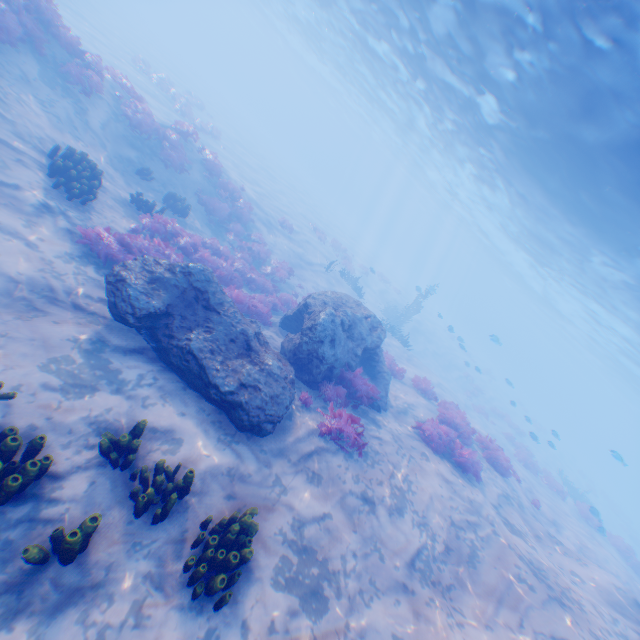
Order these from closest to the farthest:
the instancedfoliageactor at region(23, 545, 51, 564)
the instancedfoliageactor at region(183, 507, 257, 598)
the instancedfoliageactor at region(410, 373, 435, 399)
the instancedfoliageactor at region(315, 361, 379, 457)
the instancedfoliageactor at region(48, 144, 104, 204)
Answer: the instancedfoliageactor at region(23, 545, 51, 564), the instancedfoliageactor at region(183, 507, 257, 598), the instancedfoliageactor at region(315, 361, 379, 457), the instancedfoliageactor at region(48, 144, 104, 204), the instancedfoliageactor at region(410, 373, 435, 399)

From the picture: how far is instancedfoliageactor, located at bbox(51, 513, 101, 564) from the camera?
3.8m

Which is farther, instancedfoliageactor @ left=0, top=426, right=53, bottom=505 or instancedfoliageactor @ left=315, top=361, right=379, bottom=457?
instancedfoliageactor @ left=315, top=361, right=379, bottom=457

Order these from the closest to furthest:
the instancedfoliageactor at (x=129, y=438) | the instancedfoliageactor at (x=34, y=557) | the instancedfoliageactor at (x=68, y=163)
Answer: the instancedfoliageactor at (x=34, y=557) → the instancedfoliageactor at (x=129, y=438) → the instancedfoliageactor at (x=68, y=163)

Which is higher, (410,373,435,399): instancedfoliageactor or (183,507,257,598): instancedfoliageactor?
(410,373,435,399): instancedfoliageactor

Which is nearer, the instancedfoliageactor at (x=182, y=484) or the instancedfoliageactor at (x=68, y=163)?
the instancedfoliageactor at (x=182, y=484)

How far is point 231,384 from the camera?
6.8 meters
